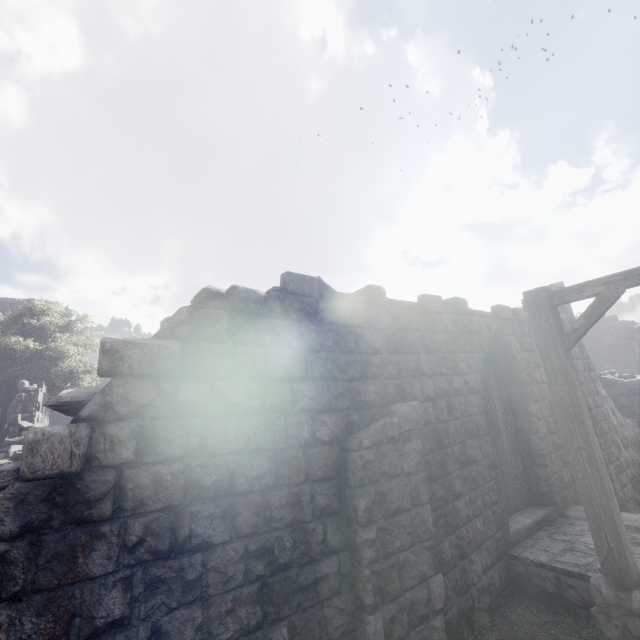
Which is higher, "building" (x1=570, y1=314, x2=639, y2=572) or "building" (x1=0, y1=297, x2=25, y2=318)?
"building" (x1=0, y1=297, x2=25, y2=318)

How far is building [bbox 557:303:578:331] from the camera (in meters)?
9.68

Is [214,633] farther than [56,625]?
Yes

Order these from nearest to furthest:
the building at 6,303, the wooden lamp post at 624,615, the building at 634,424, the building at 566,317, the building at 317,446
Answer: the building at 317,446
the wooden lamp post at 624,615
the building at 634,424
the building at 566,317
the building at 6,303

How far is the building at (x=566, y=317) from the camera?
9.7m

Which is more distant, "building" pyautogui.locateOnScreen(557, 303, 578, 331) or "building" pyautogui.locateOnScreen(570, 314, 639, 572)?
"building" pyautogui.locateOnScreen(557, 303, 578, 331)
